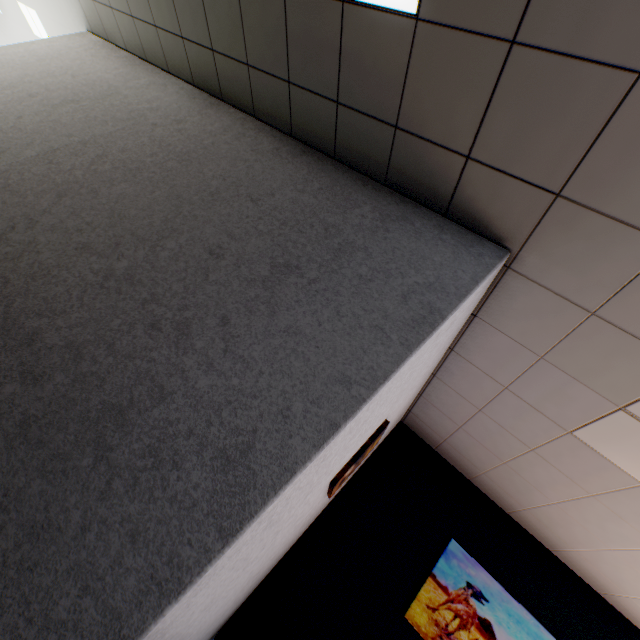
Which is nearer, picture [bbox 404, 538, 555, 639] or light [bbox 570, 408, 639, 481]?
light [bbox 570, 408, 639, 481]

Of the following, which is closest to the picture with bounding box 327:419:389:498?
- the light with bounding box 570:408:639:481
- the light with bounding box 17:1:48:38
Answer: the light with bounding box 570:408:639:481

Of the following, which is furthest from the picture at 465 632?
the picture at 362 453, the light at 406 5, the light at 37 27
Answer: the light at 37 27

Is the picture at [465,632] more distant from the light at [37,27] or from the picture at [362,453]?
the light at [37,27]

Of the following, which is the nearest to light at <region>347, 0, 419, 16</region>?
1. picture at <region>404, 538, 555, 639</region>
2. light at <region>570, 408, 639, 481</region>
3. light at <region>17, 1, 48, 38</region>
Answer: light at <region>570, 408, 639, 481</region>

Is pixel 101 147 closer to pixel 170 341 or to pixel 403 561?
pixel 170 341

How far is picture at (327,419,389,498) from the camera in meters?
2.3

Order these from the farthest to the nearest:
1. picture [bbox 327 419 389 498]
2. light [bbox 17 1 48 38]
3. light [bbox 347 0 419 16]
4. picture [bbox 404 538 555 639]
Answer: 1. light [bbox 17 1 48 38]
2. picture [bbox 404 538 555 639]
3. picture [bbox 327 419 389 498]
4. light [bbox 347 0 419 16]
